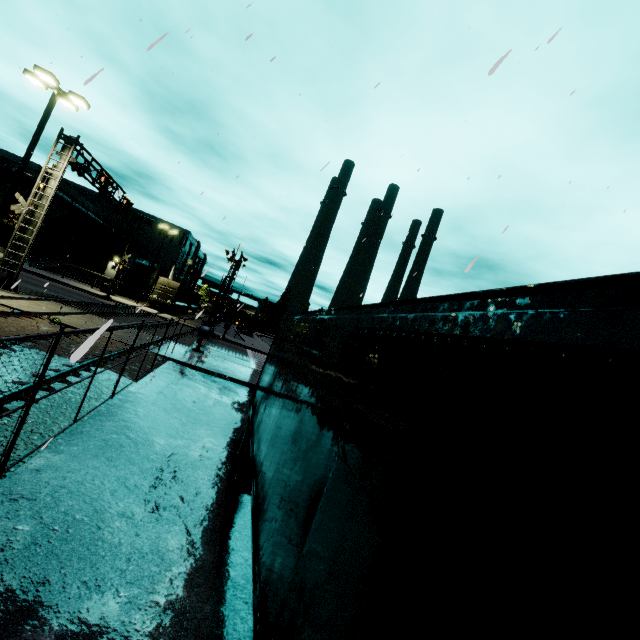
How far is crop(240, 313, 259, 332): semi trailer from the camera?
56.7m

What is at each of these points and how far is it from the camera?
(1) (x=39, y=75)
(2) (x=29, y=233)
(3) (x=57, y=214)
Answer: (1) light, 13.7m
(2) railroad crossing overhang, 16.8m
(3) building, 41.7m

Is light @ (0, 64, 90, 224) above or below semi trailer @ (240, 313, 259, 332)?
above

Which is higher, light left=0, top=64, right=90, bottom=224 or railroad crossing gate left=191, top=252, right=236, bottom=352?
light left=0, top=64, right=90, bottom=224

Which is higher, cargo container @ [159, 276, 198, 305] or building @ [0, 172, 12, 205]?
building @ [0, 172, 12, 205]

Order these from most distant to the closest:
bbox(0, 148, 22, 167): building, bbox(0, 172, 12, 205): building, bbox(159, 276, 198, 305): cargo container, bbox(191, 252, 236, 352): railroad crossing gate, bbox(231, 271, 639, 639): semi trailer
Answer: bbox(159, 276, 198, 305): cargo container → bbox(0, 172, 12, 205): building → bbox(0, 148, 22, 167): building → bbox(191, 252, 236, 352): railroad crossing gate → bbox(231, 271, 639, 639): semi trailer

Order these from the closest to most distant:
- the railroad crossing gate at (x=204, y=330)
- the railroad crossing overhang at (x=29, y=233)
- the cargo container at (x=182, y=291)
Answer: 1. the railroad crossing overhang at (x=29, y=233)
2. the railroad crossing gate at (x=204, y=330)
3. the cargo container at (x=182, y=291)

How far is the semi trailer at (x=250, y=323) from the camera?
56.7m
